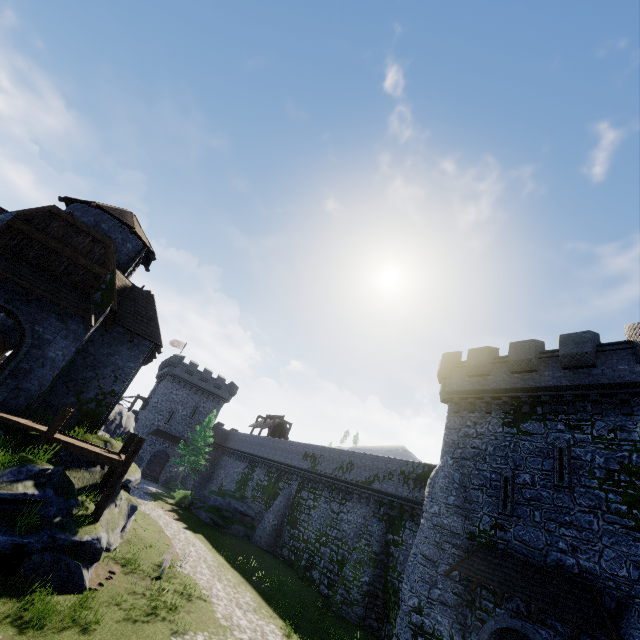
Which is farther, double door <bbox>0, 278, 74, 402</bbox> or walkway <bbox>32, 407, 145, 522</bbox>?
double door <bbox>0, 278, 74, 402</bbox>

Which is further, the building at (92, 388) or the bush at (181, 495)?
the bush at (181, 495)

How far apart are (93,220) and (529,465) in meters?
27.8

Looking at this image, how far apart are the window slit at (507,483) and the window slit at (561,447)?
1.6m

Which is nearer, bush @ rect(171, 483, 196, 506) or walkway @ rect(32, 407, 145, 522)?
walkway @ rect(32, 407, 145, 522)

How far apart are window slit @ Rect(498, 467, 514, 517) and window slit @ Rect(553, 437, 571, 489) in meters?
1.6 m

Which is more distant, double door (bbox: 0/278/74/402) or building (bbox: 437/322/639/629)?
double door (bbox: 0/278/74/402)

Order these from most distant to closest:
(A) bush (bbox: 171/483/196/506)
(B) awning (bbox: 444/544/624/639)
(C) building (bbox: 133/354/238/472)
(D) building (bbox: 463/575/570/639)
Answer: (C) building (bbox: 133/354/238/472) < (A) bush (bbox: 171/483/196/506) < (D) building (bbox: 463/575/570/639) < (B) awning (bbox: 444/544/624/639)
